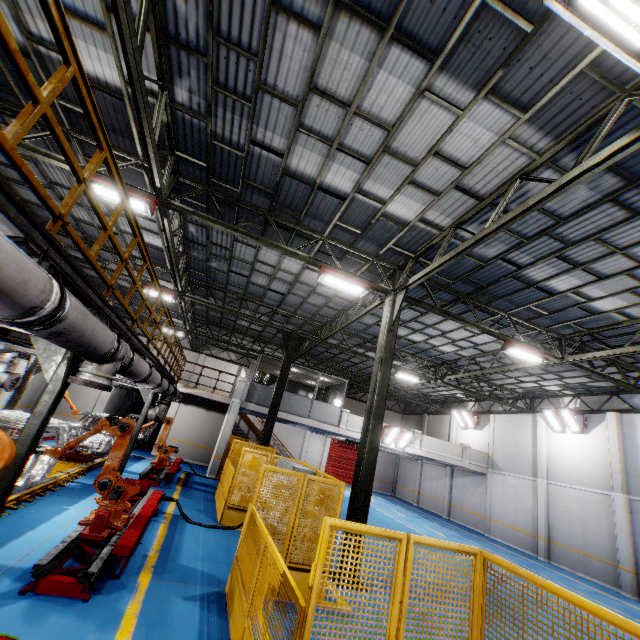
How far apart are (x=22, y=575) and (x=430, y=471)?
29.1m

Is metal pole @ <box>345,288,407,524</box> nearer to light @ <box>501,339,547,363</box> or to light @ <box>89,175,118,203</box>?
light @ <box>501,339,547,363</box>

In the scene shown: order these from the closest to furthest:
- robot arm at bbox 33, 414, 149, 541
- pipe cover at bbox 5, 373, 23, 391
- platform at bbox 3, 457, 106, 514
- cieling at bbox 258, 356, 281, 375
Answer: robot arm at bbox 33, 414, 149, 541 < platform at bbox 3, 457, 106, 514 < pipe cover at bbox 5, 373, 23, 391 < cieling at bbox 258, 356, 281, 375

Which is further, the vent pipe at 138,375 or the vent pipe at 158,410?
Result: the vent pipe at 158,410

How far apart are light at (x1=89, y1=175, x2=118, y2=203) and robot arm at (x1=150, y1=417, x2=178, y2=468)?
9.97m

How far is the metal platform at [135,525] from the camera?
4.66m

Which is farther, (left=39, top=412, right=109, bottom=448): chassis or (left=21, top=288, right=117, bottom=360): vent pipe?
(left=39, top=412, right=109, bottom=448): chassis

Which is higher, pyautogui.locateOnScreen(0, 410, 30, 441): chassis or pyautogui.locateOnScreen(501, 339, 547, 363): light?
pyautogui.locateOnScreen(501, 339, 547, 363): light
